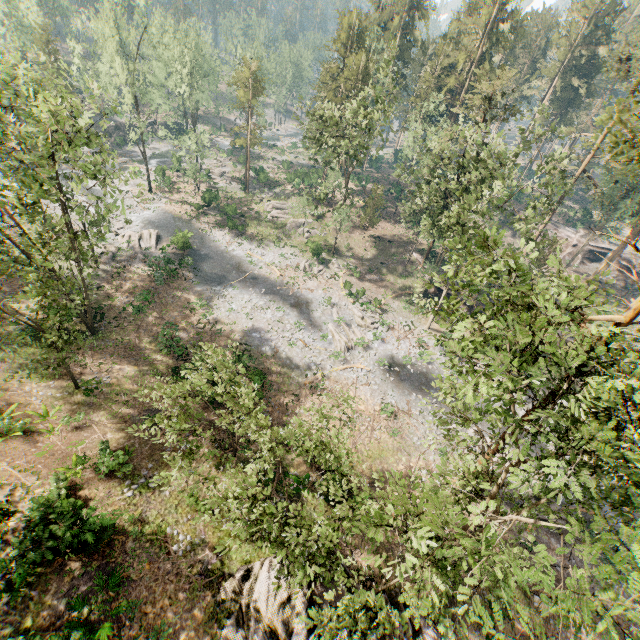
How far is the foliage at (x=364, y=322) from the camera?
35.5m

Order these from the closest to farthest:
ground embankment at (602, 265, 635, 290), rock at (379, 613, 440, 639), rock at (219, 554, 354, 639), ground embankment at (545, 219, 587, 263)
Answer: rock at (219, 554, 354, 639) → rock at (379, 613, 440, 639) → ground embankment at (602, 265, 635, 290) → ground embankment at (545, 219, 587, 263)

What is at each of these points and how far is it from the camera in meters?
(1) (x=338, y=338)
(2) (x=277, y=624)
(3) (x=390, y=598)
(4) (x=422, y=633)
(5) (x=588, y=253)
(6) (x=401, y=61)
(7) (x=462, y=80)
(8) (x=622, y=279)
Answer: (1) foliage, 32.6
(2) rock, 13.4
(3) rock, 16.4
(4) rock, 15.3
(5) ground embankment, 50.6
(6) foliage, 54.1
(7) foliage, 47.2
(8) ground embankment, 48.3

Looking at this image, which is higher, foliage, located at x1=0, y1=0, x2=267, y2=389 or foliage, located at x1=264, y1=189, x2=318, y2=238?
foliage, located at x1=0, y1=0, x2=267, y2=389

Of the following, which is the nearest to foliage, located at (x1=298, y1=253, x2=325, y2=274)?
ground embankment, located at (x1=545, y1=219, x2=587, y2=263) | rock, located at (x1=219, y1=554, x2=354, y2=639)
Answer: rock, located at (x1=219, y1=554, x2=354, y2=639)

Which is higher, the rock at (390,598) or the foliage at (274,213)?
the rock at (390,598)

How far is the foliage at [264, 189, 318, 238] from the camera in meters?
42.4

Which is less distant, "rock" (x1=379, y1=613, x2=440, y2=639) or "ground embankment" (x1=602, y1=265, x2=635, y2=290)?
"rock" (x1=379, y1=613, x2=440, y2=639)
